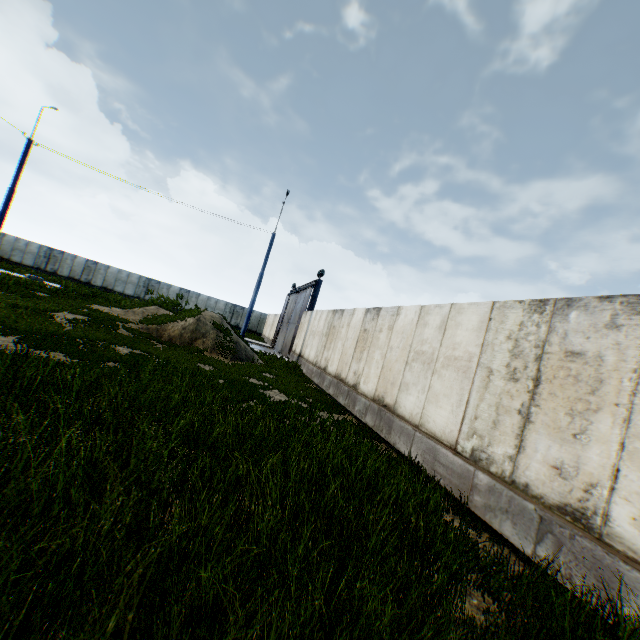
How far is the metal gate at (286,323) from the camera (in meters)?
22.84

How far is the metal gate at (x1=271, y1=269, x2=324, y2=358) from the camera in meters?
22.8 m

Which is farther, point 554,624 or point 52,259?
point 52,259
